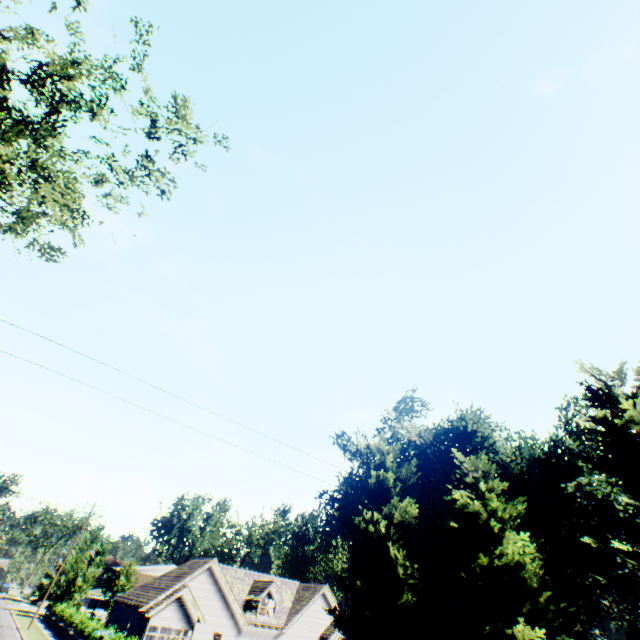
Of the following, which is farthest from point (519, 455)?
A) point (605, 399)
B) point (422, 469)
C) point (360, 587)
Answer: point (360, 587)

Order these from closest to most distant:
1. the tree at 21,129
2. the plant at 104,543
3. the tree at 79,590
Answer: the tree at 21,129, the tree at 79,590, the plant at 104,543

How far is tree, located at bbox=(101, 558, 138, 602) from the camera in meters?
47.2 m

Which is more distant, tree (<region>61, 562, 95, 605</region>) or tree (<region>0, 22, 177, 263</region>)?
tree (<region>61, 562, 95, 605</region>)

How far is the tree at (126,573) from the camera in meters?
47.2

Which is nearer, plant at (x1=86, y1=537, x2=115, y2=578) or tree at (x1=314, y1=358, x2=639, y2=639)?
tree at (x1=314, y1=358, x2=639, y2=639)
